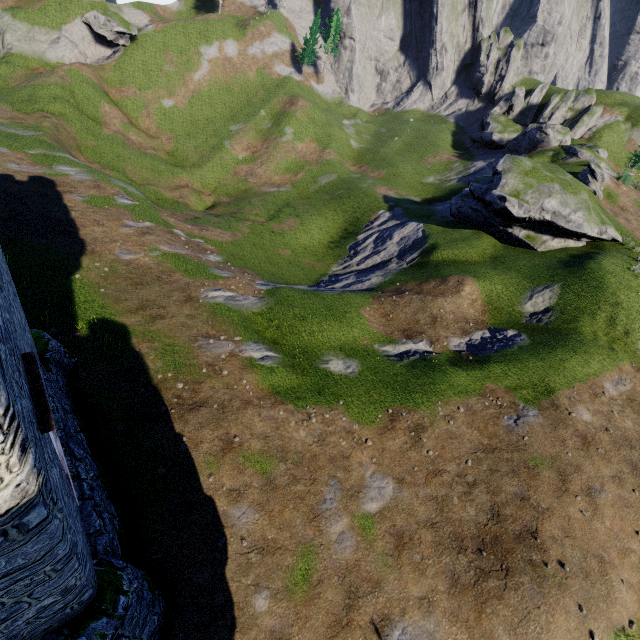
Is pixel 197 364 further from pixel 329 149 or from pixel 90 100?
pixel 329 149

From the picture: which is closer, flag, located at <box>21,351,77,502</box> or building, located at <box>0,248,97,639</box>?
building, located at <box>0,248,97,639</box>

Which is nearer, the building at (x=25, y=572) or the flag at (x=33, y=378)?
the building at (x=25, y=572)

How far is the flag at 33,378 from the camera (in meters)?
5.29

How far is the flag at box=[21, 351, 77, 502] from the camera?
5.29m
